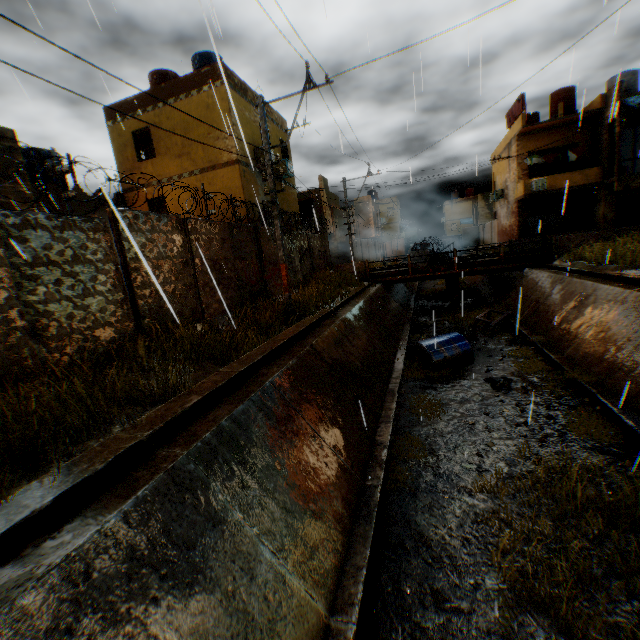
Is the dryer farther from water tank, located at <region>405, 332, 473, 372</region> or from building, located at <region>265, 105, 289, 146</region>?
water tank, located at <region>405, 332, 473, 372</region>

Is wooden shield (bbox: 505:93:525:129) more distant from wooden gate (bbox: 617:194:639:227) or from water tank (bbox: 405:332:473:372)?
water tank (bbox: 405:332:473:372)

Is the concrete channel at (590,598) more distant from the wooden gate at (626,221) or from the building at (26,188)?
the wooden gate at (626,221)

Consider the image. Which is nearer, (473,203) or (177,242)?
(177,242)

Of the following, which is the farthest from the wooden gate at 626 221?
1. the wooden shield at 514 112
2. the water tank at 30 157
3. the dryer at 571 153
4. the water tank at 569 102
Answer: the water tank at 30 157

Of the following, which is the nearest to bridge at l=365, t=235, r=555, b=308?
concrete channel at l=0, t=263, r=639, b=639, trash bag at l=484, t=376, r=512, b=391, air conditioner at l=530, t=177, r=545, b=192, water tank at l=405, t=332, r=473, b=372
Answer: concrete channel at l=0, t=263, r=639, b=639

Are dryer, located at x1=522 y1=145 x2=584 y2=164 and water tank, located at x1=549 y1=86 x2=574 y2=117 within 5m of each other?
yes

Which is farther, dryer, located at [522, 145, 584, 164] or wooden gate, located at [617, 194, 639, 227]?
dryer, located at [522, 145, 584, 164]
